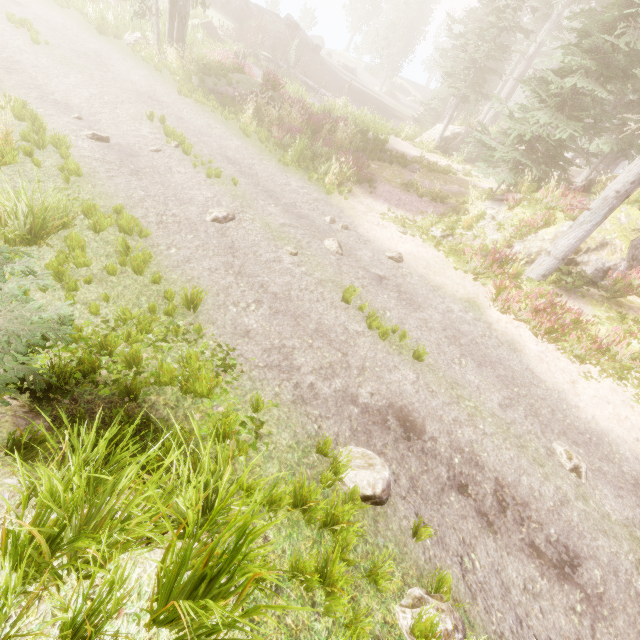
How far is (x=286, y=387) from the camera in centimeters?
479cm

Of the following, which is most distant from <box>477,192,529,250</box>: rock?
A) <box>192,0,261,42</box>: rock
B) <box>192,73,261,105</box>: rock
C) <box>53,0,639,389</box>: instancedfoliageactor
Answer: <box>192,0,261,42</box>: rock

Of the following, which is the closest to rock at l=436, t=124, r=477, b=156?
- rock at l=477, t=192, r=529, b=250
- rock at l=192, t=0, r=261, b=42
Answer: rock at l=477, t=192, r=529, b=250

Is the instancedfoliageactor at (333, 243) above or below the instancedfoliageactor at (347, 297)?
below

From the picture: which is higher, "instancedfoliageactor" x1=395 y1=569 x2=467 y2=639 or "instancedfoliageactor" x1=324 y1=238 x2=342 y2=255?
"instancedfoliageactor" x1=395 y1=569 x2=467 y2=639

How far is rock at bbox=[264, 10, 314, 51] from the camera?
33.97m

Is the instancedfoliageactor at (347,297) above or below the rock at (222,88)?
below

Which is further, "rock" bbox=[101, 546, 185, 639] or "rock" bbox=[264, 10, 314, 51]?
"rock" bbox=[264, 10, 314, 51]
